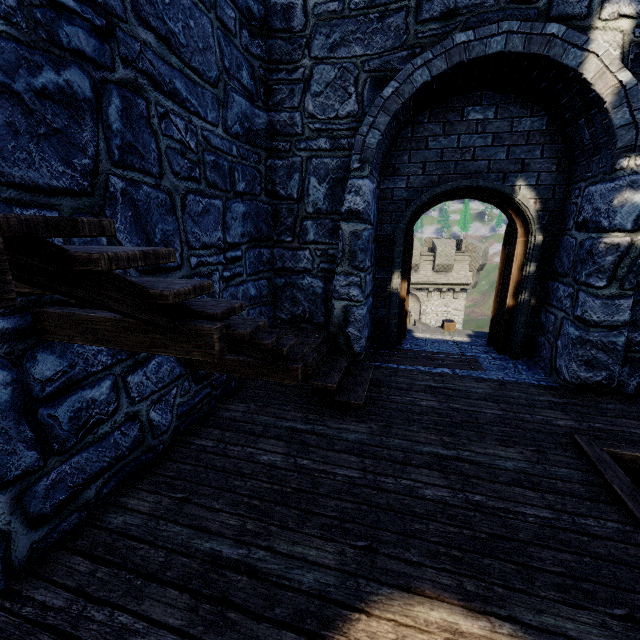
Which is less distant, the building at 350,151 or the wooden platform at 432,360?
the building at 350,151

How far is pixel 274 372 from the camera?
3.1 meters

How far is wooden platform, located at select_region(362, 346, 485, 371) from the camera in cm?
522

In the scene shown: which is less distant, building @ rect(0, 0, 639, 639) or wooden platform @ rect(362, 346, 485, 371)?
building @ rect(0, 0, 639, 639)

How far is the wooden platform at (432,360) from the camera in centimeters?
522cm
